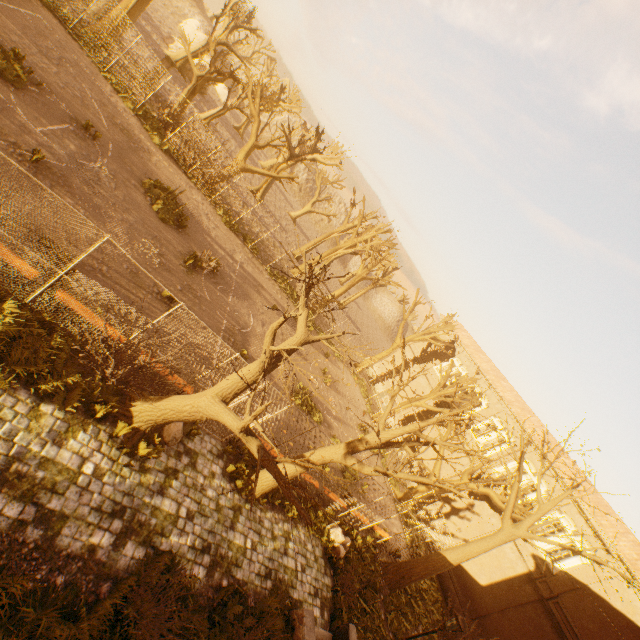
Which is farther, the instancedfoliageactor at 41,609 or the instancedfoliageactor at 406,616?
the instancedfoliageactor at 406,616

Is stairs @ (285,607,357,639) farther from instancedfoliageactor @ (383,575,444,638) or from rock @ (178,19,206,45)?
rock @ (178,19,206,45)

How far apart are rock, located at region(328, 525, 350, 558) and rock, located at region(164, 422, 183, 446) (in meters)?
8.21

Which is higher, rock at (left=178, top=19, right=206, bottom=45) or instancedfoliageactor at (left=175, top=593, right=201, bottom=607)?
rock at (left=178, top=19, right=206, bottom=45)

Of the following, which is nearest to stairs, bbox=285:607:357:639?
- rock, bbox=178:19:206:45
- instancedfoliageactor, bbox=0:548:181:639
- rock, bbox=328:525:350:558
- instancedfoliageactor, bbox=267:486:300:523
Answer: instancedfoliageactor, bbox=0:548:181:639

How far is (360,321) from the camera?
58.8m

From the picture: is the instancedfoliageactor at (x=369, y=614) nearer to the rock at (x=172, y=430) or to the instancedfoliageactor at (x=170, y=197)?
the rock at (x=172, y=430)

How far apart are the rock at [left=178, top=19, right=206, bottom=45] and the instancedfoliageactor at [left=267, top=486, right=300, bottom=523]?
57.6m
